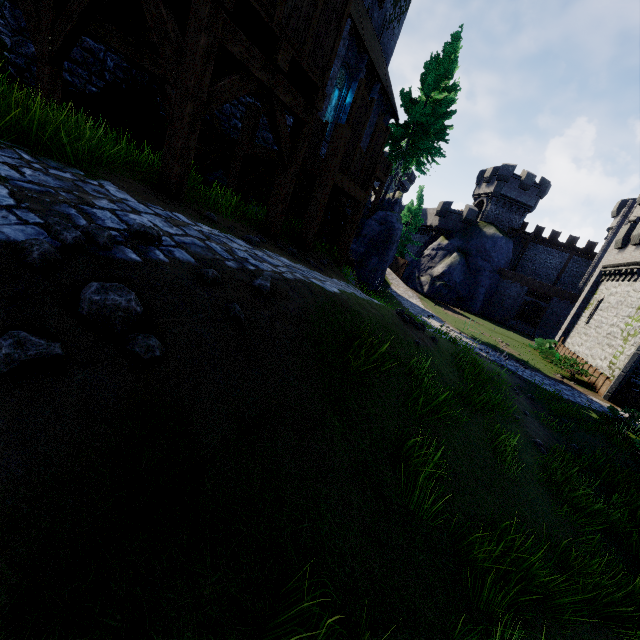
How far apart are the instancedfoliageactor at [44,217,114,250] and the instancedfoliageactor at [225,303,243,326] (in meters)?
0.89

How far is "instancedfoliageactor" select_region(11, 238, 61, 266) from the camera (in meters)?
1.88

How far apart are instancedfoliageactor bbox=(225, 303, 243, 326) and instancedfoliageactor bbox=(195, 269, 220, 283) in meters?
0.3

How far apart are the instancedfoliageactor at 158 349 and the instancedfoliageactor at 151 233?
0.9 meters

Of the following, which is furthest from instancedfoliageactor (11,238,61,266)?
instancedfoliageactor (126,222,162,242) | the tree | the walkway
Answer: the tree

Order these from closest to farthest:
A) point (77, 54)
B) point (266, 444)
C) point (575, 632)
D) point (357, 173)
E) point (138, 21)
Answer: point (266, 444) → point (575, 632) → point (138, 21) → point (77, 54) → point (357, 173)

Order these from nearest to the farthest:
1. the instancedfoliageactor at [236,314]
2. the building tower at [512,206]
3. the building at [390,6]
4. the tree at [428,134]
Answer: the instancedfoliageactor at [236,314] → the building at [390,6] → the tree at [428,134] → the building tower at [512,206]

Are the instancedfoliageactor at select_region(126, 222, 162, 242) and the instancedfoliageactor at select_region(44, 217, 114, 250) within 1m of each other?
yes
